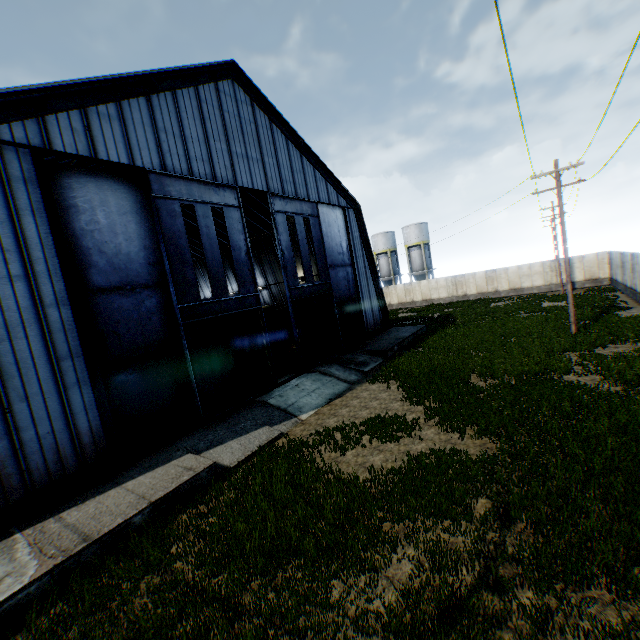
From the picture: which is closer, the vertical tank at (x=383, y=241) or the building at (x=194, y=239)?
the building at (x=194, y=239)

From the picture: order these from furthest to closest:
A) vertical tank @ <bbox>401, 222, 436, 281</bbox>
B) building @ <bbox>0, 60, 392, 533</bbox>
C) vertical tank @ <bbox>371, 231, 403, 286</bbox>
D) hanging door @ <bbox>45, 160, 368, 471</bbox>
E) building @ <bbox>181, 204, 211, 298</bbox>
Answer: vertical tank @ <bbox>371, 231, 403, 286</bbox> < vertical tank @ <bbox>401, 222, 436, 281</bbox> < building @ <bbox>181, 204, 211, 298</bbox> < hanging door @ <bbox>45, 160, 368, 471</bbox> < building @ <bbox>0, 60, 392, 533</bbox>

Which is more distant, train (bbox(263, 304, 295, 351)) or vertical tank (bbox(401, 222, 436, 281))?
vertical tank (bbox(401, 222, 436, 281))

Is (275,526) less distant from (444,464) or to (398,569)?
(398,569)

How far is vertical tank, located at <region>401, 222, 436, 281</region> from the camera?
51.2m

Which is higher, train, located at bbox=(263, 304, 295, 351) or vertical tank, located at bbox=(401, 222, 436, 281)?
vertical tank, located at bbox=(401, 222, 436, 281)

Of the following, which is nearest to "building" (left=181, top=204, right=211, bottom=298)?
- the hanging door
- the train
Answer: the hanging door

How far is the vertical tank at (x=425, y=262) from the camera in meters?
51.2
